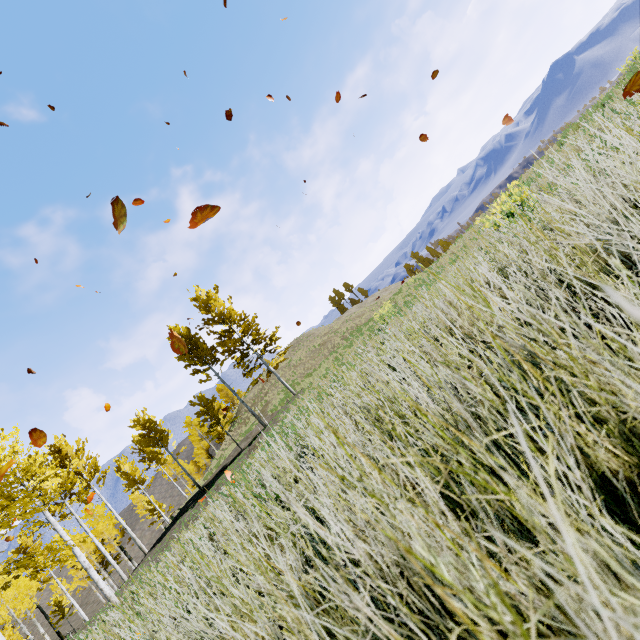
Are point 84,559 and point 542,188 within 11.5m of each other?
no
